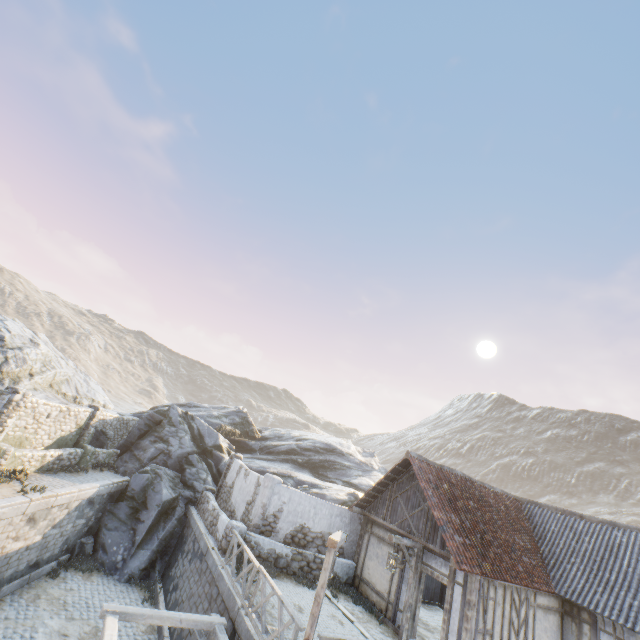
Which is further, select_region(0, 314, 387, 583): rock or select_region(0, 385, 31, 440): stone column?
select_region(0, 314, 387, 583): rock

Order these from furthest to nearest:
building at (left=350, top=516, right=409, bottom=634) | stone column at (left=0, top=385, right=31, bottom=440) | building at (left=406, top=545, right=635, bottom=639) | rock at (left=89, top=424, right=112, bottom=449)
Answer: rock at (left=89, top=424, right=112, bottom=449), stone column at (left=0, top=385, right=31, bottom=440), building at (left=350, top=516, right=409, bottom=634), building at (left=406, top=545, right=635, bottom=639)

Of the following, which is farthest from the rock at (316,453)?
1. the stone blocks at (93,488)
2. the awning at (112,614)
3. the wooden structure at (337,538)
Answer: the wooden structure at (337,538)

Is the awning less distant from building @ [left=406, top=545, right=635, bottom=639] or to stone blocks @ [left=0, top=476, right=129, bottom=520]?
stone blocks @ [left=0, top=476, right=129, bottom=520]

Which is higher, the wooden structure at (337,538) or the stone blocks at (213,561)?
the wooden structure at (337,538)

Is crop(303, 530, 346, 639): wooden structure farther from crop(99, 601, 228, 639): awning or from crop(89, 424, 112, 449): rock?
crop(89, 424, 112, 449): rock

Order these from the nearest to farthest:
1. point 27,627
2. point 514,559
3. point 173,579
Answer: point 27,627
point 514,559
point 173,579

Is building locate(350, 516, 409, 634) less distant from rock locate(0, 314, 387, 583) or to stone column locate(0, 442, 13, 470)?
rock locate(0, 314, 387, 583)
